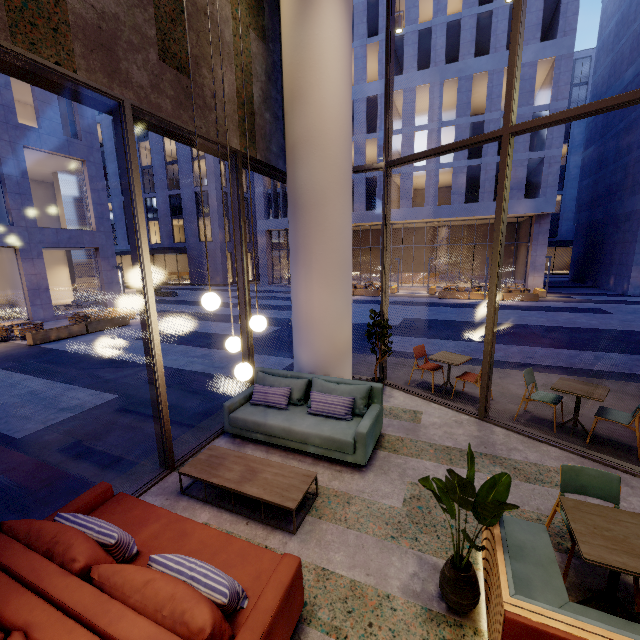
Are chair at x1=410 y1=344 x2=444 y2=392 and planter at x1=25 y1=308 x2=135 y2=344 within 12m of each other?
no

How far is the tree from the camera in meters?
2.3

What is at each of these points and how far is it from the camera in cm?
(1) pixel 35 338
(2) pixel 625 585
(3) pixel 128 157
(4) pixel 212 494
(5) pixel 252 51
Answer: (1) planter, 1261
(2) building, 280
(3) window frame, 357
(4) building, 397
(5) building, 545

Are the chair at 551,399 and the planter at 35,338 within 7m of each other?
no

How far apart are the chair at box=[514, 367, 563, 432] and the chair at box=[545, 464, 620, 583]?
2.29m

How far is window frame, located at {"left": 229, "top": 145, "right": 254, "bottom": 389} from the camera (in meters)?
5.34

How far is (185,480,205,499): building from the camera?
4.0 meters

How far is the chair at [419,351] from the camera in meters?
6.7 m
